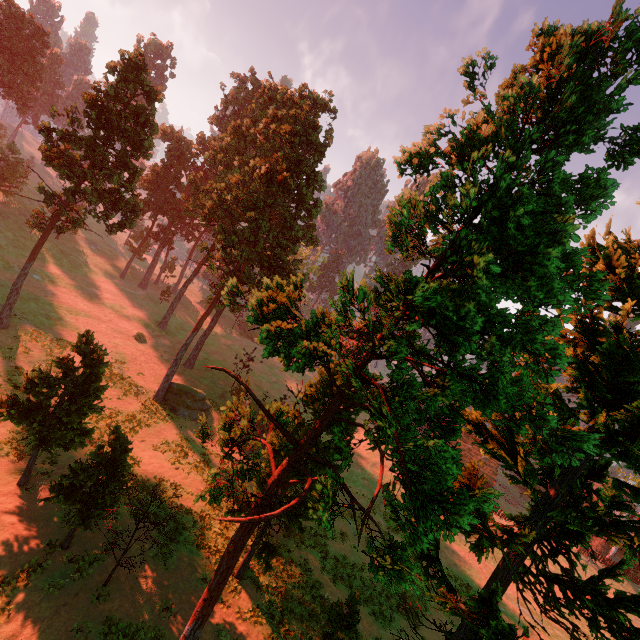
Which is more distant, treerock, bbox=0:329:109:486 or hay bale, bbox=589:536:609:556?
hay bale, bbox=589:536:609:556

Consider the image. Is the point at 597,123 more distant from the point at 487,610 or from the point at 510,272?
the point at 487,610

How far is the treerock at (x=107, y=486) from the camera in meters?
14.0

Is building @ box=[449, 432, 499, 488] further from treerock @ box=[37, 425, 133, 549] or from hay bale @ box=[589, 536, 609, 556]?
hay bale @ box=[589, 536, 609, 556]

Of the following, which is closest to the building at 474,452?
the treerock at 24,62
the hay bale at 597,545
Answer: the treerock at 24,62

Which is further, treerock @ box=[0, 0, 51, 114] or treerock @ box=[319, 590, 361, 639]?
treerock @ box=[0, 0, 51, 114]

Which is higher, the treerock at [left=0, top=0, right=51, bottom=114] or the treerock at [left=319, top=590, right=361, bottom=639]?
the treerock at [left=0, top=0, right=51, bottom=114]
